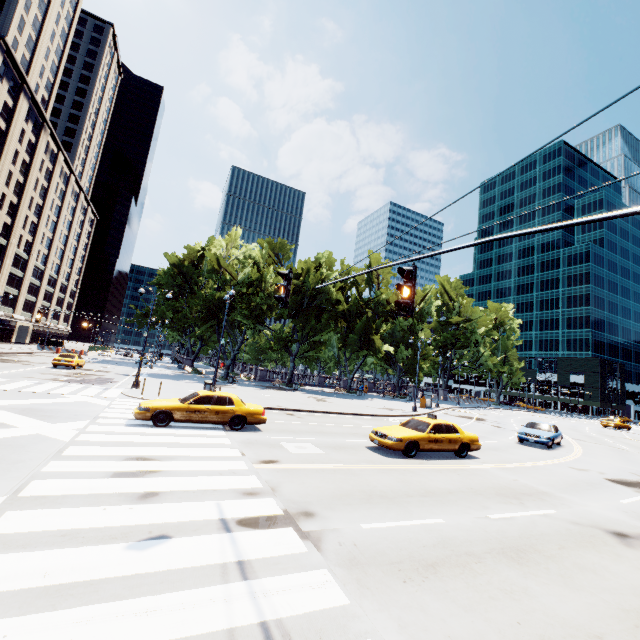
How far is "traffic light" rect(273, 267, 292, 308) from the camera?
7.2 meters

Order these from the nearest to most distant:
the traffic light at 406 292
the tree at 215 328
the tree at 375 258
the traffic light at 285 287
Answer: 1. the traffic light at 406 292
2. the traffic light at 285 287
3. the tree at 215 328
4. the tree at 375 258

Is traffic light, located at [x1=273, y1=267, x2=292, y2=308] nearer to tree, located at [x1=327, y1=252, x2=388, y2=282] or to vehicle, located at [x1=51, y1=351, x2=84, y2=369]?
tree, located at [x1=327, y1=252, x2=388, y2=282]

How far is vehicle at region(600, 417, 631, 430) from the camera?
46.9 meters

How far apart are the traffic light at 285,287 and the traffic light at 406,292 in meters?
2.7 m

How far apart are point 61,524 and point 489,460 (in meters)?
15.23

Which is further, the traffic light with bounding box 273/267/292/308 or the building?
the building

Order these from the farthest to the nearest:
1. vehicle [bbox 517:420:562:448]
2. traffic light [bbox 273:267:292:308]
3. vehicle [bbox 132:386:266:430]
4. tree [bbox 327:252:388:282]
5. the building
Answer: the building
tree [bbox 327:252:388:282]
vehicle [bbox 517:420:562:448]
vehicle [bbox 132:386:266:430]
traffic light [bbox 273:267:292:308]
